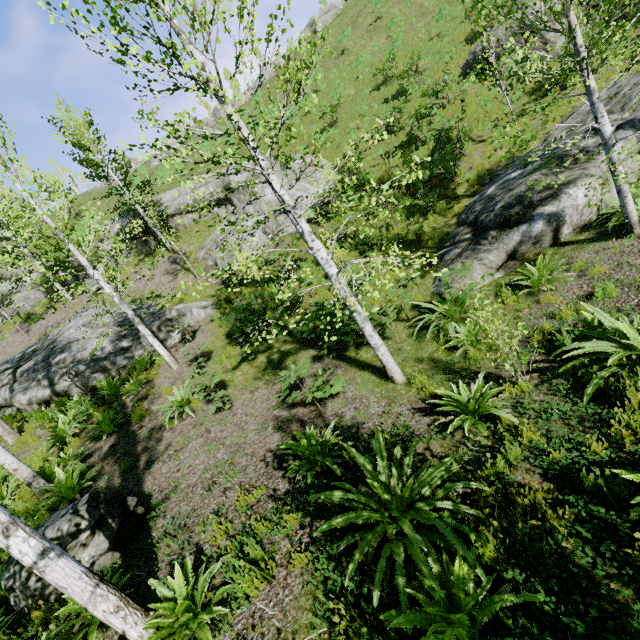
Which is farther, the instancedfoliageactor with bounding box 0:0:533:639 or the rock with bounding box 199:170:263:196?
the rock with bounding box 199:170:263:196

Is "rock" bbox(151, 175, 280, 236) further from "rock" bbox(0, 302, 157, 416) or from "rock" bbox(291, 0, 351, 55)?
"rock" bbox(291, 0, 351, 55)

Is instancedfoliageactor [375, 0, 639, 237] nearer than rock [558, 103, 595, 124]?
Yes

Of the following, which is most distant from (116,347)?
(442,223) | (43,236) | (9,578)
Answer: (442,223)

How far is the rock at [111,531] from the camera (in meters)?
4.77

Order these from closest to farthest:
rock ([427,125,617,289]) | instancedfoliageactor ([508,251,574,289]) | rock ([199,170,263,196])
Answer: instancedfoliageactor ([508,251,574,289])
rock ([427,125,617,289])
rock ([199,170,263,196])

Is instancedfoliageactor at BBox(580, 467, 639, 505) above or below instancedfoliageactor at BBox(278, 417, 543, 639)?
below

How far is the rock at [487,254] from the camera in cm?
758
